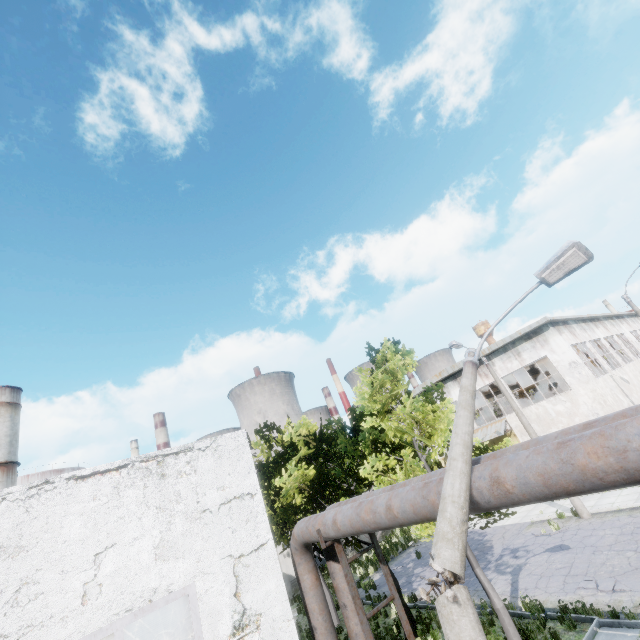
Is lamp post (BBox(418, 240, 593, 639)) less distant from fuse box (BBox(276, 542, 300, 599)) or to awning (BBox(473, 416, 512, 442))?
awning (BBox(473, 416, 512, 442))

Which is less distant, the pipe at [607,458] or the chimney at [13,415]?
the pipe at [607,458]

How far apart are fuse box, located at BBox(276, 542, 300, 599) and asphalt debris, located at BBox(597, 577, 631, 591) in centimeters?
1870cm

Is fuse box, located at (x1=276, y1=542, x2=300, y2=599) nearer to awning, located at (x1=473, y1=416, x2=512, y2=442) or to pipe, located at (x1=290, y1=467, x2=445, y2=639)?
pipe, located at (x1=290, y1=467, x2=445, y2=639)

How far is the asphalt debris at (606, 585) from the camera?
9.8m

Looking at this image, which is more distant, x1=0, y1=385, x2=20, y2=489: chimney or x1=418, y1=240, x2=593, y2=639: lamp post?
x1=0, y1=385, x2=20, y2=489: chimney

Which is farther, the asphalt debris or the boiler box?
the boiler box

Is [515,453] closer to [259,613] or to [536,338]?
[259,613]
